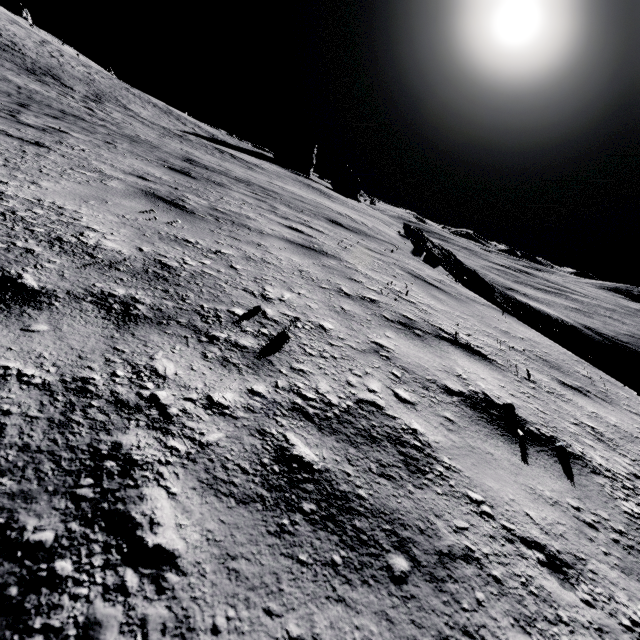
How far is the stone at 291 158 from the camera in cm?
5694

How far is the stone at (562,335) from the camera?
49.9m

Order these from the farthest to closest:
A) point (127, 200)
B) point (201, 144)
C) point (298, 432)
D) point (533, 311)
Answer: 1. point (533, 311)
2. point (201, 144)
3. point (127, 200)
4. point (298, 432)

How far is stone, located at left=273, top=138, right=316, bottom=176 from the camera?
56.9m

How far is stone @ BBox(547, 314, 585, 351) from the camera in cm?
4991

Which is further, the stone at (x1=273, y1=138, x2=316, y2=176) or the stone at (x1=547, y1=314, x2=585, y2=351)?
the stone at (x1=273, y1=138, x2=316, y2=176)

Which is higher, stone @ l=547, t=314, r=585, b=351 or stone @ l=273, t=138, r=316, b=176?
stone @ l=273, t=138, r=316, b=176
